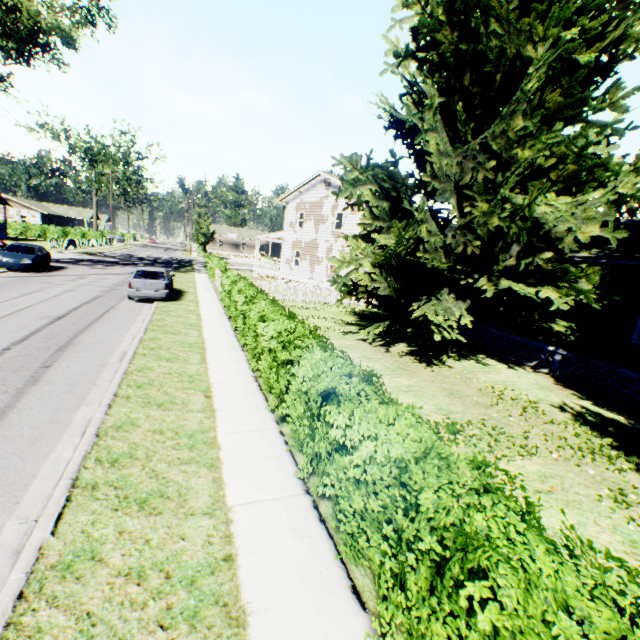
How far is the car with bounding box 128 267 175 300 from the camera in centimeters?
1555cm

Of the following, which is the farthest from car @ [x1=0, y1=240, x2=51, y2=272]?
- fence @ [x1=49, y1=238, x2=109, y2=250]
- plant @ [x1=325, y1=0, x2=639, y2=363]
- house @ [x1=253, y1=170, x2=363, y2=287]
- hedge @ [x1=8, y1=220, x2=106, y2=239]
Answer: hedge @ [x1=8, y1=220, x2=106, y2=239]

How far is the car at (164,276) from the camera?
15.5m

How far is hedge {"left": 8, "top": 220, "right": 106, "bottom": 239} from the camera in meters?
51.9

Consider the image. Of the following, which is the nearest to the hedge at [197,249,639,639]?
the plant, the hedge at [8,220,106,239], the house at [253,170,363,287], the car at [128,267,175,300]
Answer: the plant

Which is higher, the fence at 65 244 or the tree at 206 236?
the tree at 206 236

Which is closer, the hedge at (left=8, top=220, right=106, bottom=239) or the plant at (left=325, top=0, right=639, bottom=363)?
the plant at (left=325, top=0, right=639, bottom=363)

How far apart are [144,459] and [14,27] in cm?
3285
